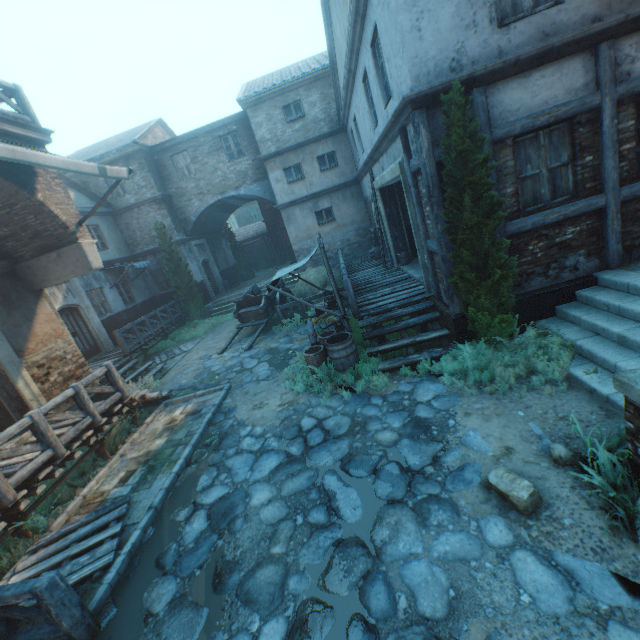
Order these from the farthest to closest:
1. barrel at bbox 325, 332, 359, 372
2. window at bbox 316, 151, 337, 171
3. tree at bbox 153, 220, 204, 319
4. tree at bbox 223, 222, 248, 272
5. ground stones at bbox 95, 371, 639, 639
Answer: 1. tree at bbox 223, 222, 248, 272
2. tree at bbox 153, 220, 204, 319
3. window at bbox 316, 151, 337, 171
4. barrel at bbox 325, 332, 359, 372
5. ground stones at bbox 95, 371, 639, 639

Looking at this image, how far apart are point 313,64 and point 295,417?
18.1 meters

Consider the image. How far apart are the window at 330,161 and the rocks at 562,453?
16.0 meters

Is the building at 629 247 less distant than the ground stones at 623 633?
No

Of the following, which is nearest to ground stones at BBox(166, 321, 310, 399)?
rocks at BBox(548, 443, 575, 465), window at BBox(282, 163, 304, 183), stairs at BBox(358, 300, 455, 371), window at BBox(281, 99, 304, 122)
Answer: stairs at BBox(358, 300, 455, 371)

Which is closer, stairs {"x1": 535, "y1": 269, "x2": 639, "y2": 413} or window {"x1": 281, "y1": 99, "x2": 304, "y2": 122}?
→ stairs {"x1": 535, "y1": 269, "x2": 639, "y2": 413}

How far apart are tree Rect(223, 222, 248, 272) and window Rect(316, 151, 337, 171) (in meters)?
12.13

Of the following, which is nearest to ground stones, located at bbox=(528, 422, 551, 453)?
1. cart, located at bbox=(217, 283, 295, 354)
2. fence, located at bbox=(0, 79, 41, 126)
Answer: cart, located at bbox=(217, 283, 295, 354)
